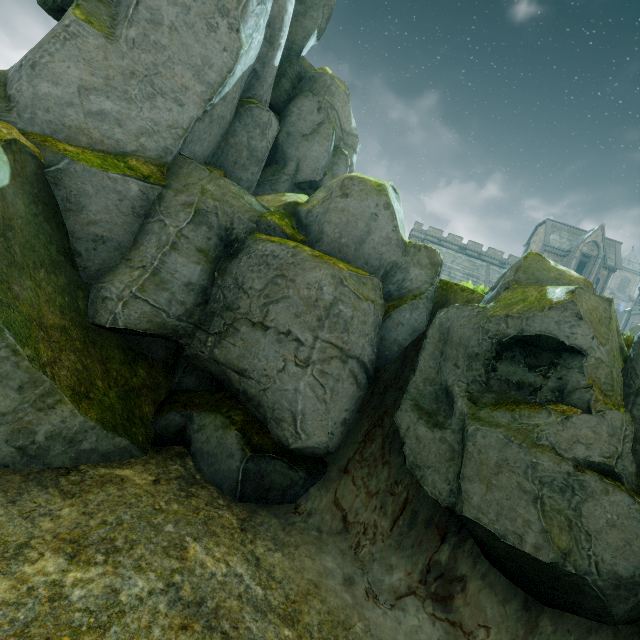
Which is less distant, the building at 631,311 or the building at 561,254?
the building at 561,254

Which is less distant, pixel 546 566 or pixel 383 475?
pixel 546 566

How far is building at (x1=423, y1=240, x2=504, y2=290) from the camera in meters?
43.4 m

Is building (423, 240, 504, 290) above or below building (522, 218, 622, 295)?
below

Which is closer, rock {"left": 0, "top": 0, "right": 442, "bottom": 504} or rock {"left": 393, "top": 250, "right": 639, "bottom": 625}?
rock {"left": 393, "top": 250, "right": 639, "bottom": 625}

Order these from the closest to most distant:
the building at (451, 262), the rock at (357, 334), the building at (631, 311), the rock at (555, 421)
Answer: the rock at (555, 421) → the rock at (357, 334) → the building at (451, 262) → the building at (631, 311)

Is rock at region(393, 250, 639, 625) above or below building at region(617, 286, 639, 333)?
below
